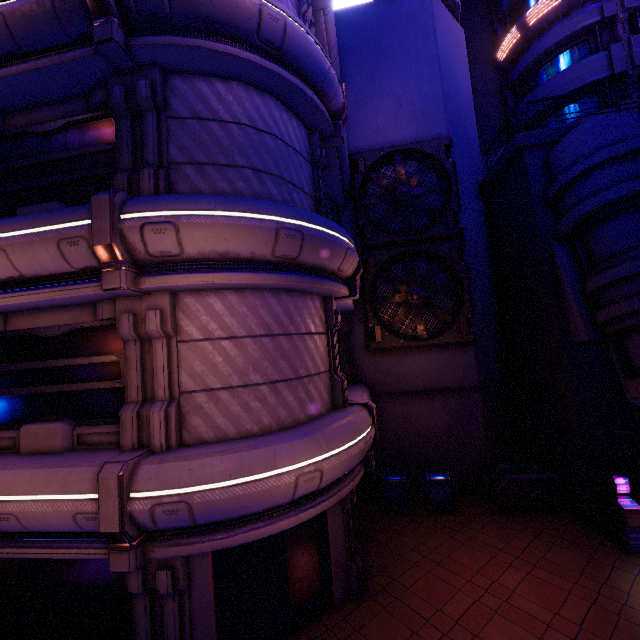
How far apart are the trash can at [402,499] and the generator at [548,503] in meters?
2.6 m

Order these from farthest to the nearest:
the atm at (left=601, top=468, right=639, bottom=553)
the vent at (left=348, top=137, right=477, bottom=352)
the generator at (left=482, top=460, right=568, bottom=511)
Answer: the vent at (left=348, top=137, right=477, bottom=352), the generator at (left=482, top=460, right=568, bottom=511), the atm at (left=601, top=468, right=639, bottom=553)

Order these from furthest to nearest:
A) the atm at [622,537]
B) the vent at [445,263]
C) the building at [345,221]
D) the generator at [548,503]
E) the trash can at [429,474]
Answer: the building at [345,221], the vent at [445,263], the trash can at [429,474], the generator at [548,503], the atm at [622,537]

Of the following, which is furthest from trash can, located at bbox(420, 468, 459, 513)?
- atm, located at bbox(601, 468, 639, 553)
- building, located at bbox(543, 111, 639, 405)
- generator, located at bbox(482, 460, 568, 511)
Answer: building, located at bbox(543, 111, 639, 405)

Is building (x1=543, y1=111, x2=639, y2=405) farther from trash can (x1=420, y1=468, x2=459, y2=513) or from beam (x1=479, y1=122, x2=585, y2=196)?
trash can (x1=420, y1=468, x2=459, y2=513)

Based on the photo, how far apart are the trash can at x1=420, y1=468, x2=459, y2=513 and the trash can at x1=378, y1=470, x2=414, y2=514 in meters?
0.5 m

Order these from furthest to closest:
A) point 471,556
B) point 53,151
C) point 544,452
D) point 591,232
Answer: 1. point 544,452
2. point 591,232
3. point 471,556
4. point 53,151

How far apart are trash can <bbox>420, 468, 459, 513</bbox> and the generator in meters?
1.2 m
